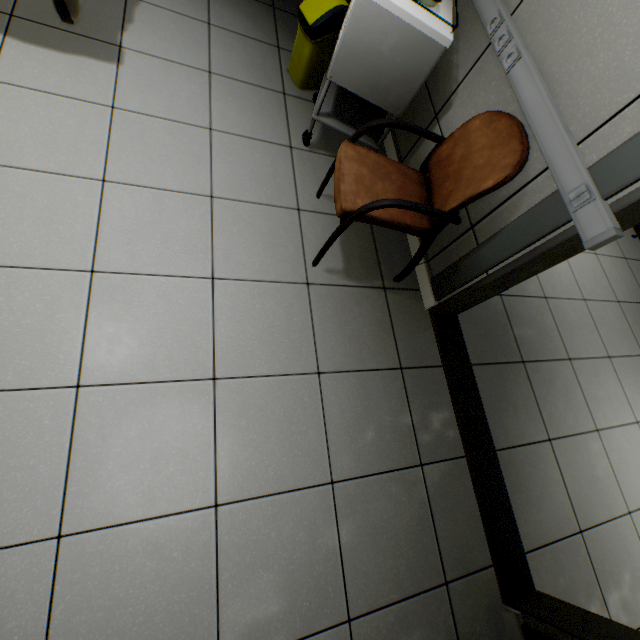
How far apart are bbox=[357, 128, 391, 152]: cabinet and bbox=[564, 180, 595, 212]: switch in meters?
1.0

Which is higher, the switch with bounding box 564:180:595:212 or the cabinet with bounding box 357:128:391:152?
the switch with bounding box 564:180:595:212

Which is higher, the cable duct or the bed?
the cable duct

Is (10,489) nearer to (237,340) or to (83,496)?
(83,496)

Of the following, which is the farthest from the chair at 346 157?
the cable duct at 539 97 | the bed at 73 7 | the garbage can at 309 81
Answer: the bed at 73 7

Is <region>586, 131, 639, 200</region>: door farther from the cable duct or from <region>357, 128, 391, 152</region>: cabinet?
<region>357, 128, 391, 152</region>: cabinet

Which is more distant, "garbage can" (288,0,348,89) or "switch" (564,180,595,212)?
"garbage can" (288,0,348,89)

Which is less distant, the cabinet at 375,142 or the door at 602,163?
the door at 602,163
